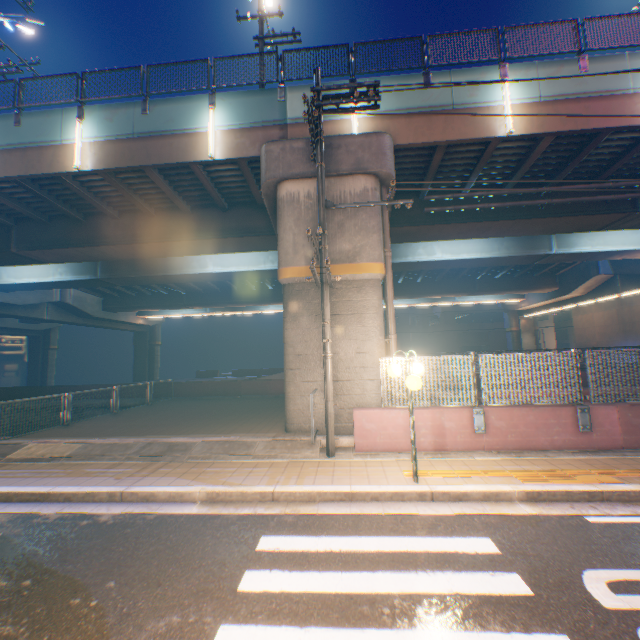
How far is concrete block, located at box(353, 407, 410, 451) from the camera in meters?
7.6 m

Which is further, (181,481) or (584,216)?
(584,216)

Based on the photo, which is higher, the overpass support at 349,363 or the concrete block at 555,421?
the overpass support at 349,363

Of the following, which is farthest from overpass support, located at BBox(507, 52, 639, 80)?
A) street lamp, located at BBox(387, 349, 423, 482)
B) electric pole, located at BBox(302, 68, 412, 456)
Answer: street lamp, located at BBox(387, 349, 423, 482)

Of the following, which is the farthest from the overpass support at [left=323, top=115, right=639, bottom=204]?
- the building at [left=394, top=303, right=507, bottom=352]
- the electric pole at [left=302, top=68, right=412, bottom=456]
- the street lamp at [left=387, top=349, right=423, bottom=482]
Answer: the building at [left=394, top=303, right=507, bottom=352]

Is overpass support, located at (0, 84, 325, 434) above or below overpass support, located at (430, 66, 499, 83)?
below

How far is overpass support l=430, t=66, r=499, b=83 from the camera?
10.75m

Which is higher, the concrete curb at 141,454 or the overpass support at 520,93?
the overpass support at 520,93
